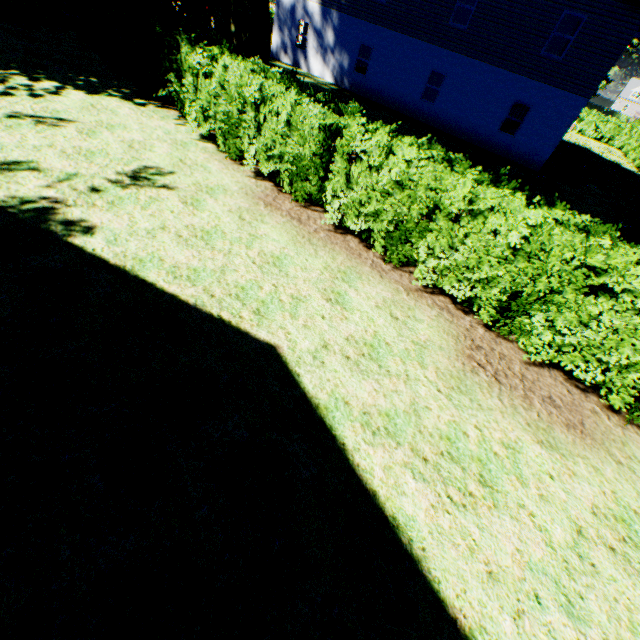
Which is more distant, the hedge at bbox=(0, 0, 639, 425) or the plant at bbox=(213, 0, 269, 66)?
the plant at bbox=(213, 0, 269, 66)

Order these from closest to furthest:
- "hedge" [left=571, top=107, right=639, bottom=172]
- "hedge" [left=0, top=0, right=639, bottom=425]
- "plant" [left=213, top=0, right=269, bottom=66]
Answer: "hedge" [left=0, top=0, right=639, bottom=425], "plant" [left=213, top=0, right=269, bottom=66], "hedge" [left=571, top=107, right=639, bottom=172]

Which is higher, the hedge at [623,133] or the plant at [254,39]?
the plant at [254,39]

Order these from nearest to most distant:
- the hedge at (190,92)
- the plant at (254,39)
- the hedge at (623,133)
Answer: the hedge at (190,92) < the plant at (254,39) < the hedge at (623,133)

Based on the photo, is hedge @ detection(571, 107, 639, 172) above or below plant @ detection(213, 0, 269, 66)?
below

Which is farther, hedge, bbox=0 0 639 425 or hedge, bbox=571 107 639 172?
hedge, bbox=571 107 639 172

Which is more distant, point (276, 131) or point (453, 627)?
point (276, 131)
